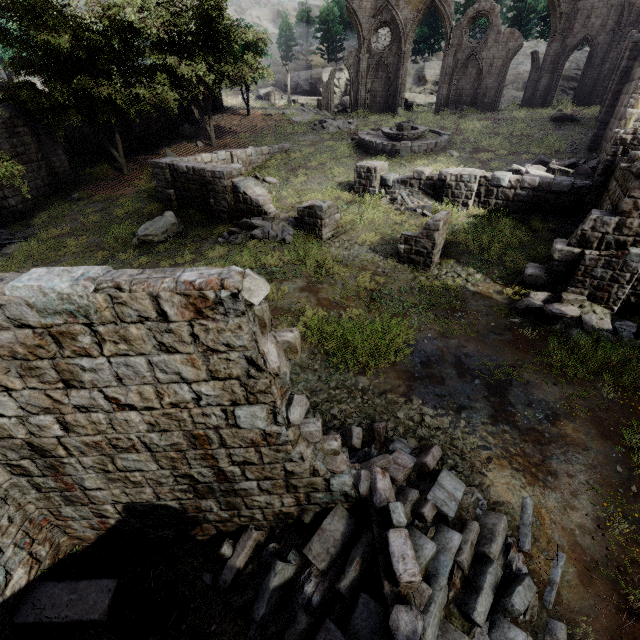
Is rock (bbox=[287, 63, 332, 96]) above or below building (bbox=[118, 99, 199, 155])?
above

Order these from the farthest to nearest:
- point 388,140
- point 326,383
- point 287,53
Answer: point 287,53 → point 388,140 → point 326,383

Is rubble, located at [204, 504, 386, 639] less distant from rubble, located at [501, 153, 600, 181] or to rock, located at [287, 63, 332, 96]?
rubble, located at [501, 153, 600, 181]

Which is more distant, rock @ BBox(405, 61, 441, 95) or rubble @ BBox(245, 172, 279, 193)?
rock @ BBox(405, 61, 441, 95)

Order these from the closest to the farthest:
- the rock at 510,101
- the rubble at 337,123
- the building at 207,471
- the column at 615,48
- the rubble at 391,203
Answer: the building at 207,471, the rubble at 391,203, the column at 615,48, the rubble at 337,123, the rock at 510,101

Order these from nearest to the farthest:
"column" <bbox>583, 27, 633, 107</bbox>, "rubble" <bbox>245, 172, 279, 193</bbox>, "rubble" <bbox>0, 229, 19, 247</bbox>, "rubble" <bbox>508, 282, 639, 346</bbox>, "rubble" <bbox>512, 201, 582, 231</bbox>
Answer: "rubble" <bbox>508, 282, 639, 346</bbox> → "rubble" <bbox>512, 201, 582, 231</bbox> → "rubble" <bbox>0, 229, 19, 247</bbox> → "rubble" <bbox>245, 172, 279, 193</bbox> → "column" <bbox>583, 27, 633, 107</bbox>

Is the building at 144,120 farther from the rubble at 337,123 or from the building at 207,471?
the building at 207,471

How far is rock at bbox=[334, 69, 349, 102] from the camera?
45.8m
